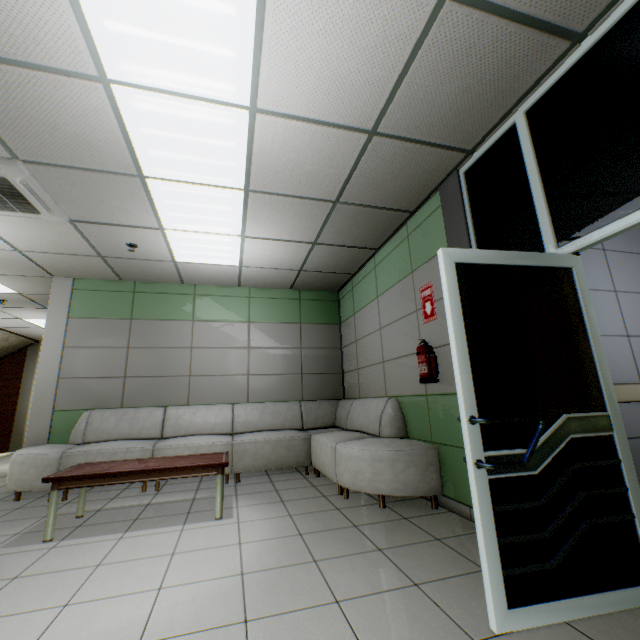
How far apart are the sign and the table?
2.7 meters

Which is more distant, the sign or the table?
the sign

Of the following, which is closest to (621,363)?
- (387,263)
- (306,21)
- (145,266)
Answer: (387,263)

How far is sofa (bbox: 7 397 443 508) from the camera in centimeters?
329cm

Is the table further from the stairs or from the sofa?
the stairs

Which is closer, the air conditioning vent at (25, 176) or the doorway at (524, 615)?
the doorway at (524, 615)

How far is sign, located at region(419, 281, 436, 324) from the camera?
3.6 meters

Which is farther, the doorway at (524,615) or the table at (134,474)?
the table at (134,474)
